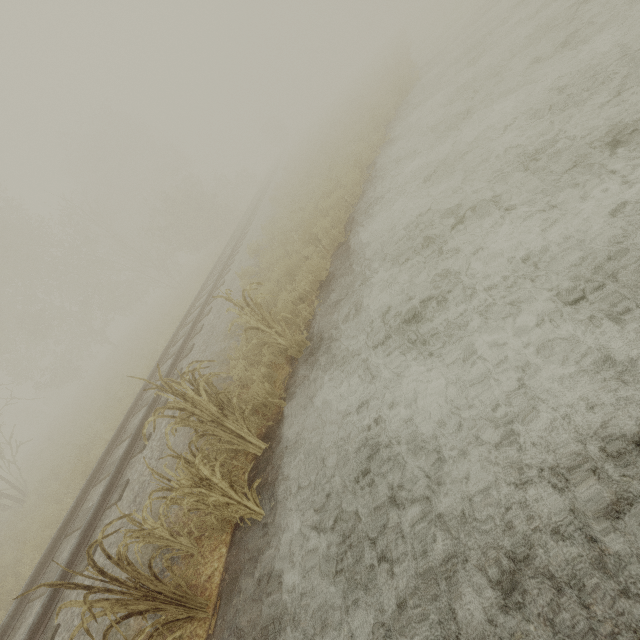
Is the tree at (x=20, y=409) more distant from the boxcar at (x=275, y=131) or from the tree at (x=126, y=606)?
the boxcar at (x=275, y=131)

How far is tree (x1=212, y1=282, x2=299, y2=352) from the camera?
5.49m

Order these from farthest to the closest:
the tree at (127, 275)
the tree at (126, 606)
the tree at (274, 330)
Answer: the tree at (127, 275) < the tree at (274, 330) < the tree at (126, 606)

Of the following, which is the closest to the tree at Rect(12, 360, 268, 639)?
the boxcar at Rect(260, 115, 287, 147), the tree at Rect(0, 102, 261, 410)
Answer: the tree at Rect(0, 102, 261, 410)

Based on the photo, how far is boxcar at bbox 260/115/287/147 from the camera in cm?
5644

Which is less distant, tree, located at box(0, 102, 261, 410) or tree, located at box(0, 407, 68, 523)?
tree, located at box(0, 407, 68, 523)

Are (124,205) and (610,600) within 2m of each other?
no
